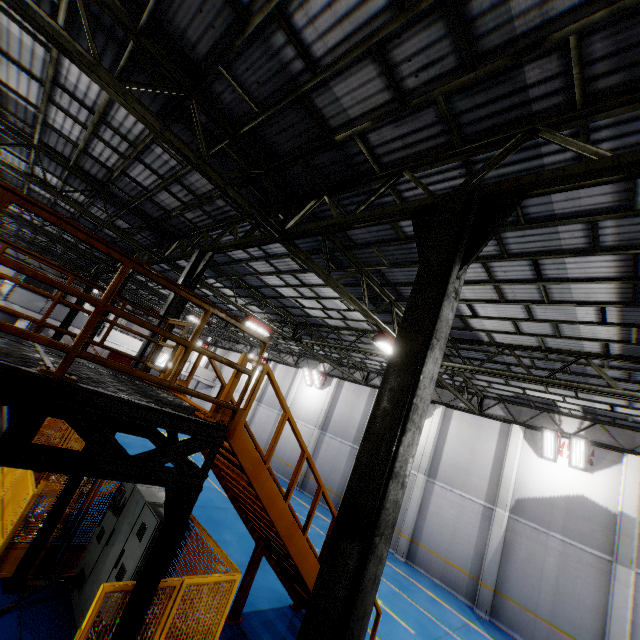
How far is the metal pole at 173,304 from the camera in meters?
9.1 m

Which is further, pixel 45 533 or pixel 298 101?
pixel 45 533

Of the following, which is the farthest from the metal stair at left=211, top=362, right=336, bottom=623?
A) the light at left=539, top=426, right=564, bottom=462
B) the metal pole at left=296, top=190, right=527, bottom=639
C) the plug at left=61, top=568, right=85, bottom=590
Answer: the light at left=539, top=426, right=564, bottom=462

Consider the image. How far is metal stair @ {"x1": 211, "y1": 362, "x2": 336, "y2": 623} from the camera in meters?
4.8 m

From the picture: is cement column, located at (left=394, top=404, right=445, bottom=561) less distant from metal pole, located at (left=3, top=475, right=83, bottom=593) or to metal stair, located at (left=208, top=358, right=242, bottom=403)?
metal stair, located at (left=208, top=358, right=242, bottom=403)

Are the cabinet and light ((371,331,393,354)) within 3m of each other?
no

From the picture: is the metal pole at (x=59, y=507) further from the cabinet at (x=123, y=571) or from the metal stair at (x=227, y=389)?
the metal stair at (x=227, y=389)

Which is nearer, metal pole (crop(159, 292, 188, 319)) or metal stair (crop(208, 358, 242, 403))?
metal stair (crop(208, 358, 242, 403))
